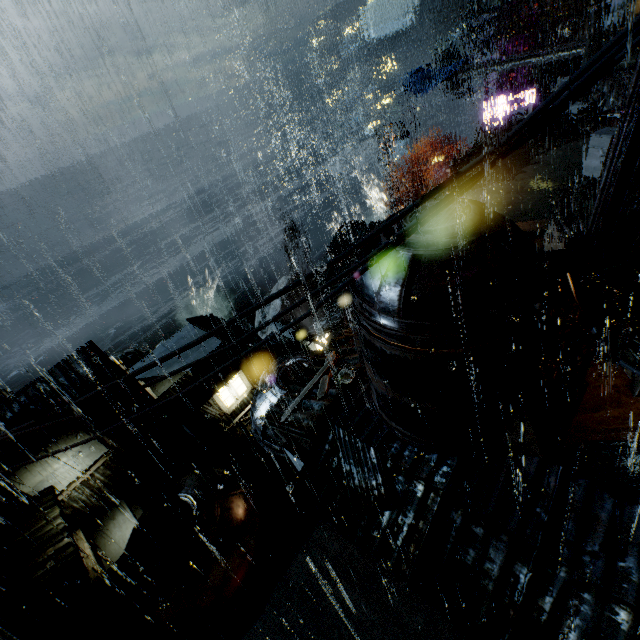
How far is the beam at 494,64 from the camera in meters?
23.5

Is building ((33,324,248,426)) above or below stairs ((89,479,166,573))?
above

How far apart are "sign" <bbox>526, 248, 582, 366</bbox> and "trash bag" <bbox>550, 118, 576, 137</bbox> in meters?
16.3

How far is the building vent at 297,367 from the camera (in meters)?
16.59

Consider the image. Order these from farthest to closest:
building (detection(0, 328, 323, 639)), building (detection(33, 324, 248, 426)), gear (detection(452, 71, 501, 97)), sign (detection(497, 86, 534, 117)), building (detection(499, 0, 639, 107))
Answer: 1. gear (detection(452, 71, 501, 97))
2. sign (detection(497, 86, 534, 117))
3. building (detection(499, 0, 639, 107))
4. building (detection(33, 324, 248, 426))
5. building (detection(0, 328, 323, 639))

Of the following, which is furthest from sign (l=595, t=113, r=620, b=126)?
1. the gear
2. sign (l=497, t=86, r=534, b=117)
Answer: the gear

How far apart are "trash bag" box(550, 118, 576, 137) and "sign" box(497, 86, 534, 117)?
15.78m

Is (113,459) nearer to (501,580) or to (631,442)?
(501,580)
